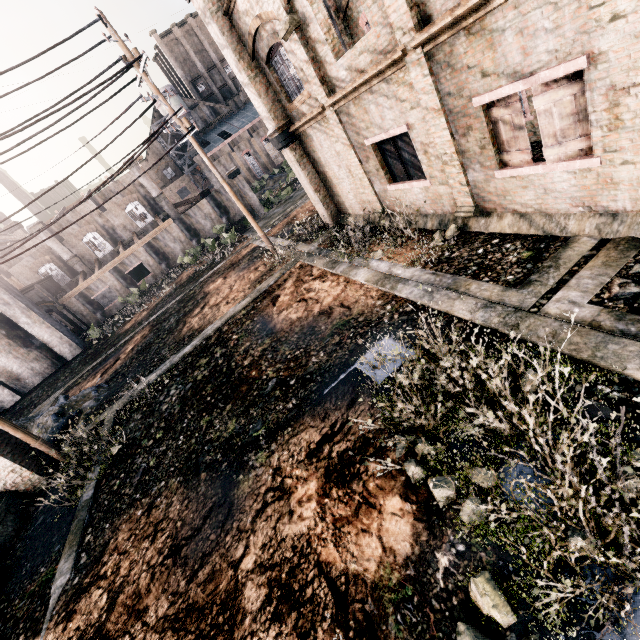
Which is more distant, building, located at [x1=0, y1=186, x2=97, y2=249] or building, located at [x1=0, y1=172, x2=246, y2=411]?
building, located at [x1=0, y1=186, x2=97, y2=249]

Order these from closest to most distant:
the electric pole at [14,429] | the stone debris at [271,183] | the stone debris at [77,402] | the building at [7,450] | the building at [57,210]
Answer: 1. the building at [7,450]
2. the electric pole at [14,429]
3. the stone debris at [77,402]
4. the building at [57,210]
5. the stone debris at [271,183]

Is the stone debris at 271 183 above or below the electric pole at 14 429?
below

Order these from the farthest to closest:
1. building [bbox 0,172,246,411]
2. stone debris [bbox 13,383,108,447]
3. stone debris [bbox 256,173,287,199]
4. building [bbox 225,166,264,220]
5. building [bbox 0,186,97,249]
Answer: stone debris [bbox 256,173,287,199], building [bbox 225,166,264,220], building [bbox 0,186,97,249], building [bbox 0,172,246,411], stone debris [bbox 13,383,108,447]

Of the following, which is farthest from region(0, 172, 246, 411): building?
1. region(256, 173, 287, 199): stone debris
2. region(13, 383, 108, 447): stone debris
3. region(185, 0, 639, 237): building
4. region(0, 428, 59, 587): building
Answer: region(0, 428, 59, 587): building

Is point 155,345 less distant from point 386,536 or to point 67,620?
point 67,620

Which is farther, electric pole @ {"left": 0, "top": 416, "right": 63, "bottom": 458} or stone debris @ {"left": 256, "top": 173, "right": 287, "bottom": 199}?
stone debris @ {"left": 256, "top": 173, "right": 287, "bottom": 199}
